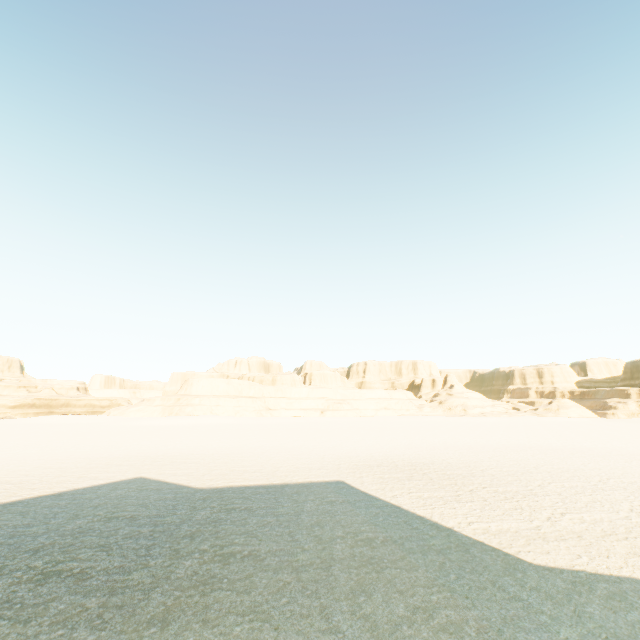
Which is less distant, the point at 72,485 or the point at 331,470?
the point at 72,485
